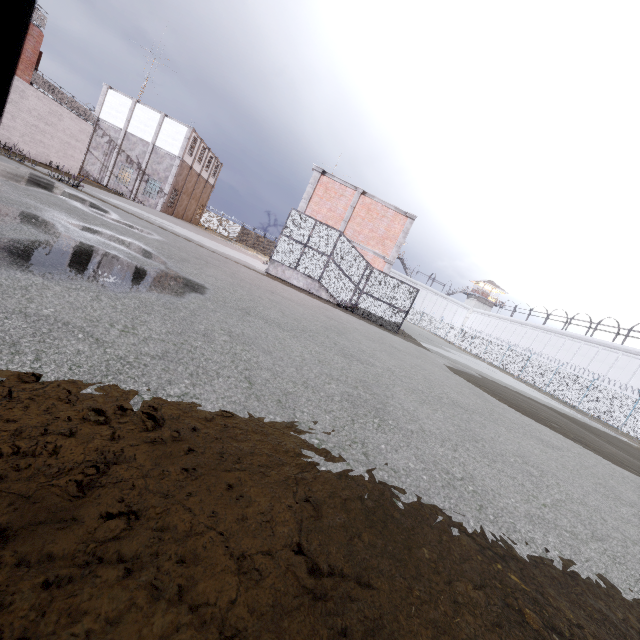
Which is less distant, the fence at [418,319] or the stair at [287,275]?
the stair at [287,275]

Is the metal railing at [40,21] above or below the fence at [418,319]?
above

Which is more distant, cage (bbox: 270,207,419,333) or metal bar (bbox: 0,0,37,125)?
cage (bbox: 270,207,419,333)

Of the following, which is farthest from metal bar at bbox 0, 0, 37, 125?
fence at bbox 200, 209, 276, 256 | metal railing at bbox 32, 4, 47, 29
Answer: fence at bbox 200, 209, 276, 256

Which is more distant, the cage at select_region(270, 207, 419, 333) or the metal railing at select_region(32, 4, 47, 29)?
the metal railing at select_region(32, 4, 47, 29)

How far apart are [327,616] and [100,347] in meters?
2.3 m

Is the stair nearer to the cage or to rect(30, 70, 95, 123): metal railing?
the cage

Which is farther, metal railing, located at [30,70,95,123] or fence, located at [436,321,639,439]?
fence, located at [436,321,639,439]
